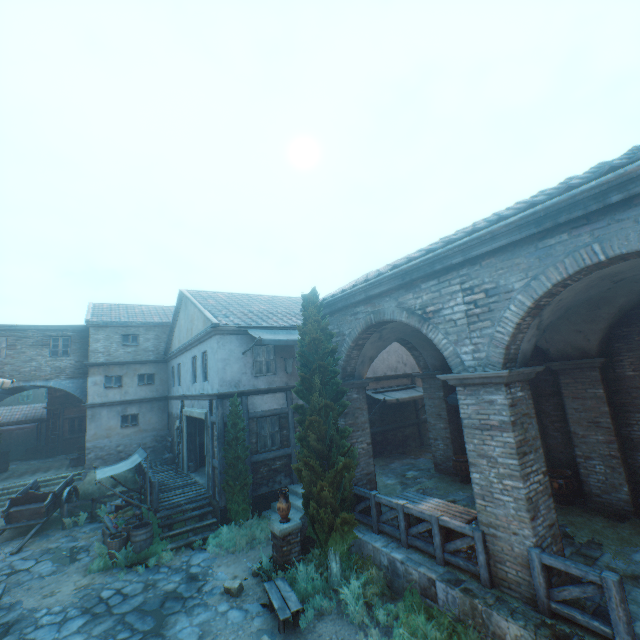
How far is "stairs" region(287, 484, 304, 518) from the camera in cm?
1122

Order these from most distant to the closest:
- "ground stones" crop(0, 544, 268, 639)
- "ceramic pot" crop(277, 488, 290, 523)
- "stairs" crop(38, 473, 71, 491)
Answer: "stairs" crop(38, 473, 71, 491), "ceramic pot" crop(277, 488, 290, 523), "ground stones" crop(0, 544, 268, 639)

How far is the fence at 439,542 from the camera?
6.15m

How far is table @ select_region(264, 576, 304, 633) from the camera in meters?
6.6 m

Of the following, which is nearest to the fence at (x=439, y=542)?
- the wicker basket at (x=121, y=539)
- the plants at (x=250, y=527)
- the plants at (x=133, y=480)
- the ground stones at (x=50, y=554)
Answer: the plants at (x=250, y=527)

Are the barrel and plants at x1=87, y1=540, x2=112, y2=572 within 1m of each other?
yes

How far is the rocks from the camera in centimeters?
799cm

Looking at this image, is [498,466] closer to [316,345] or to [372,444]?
[316,345]
